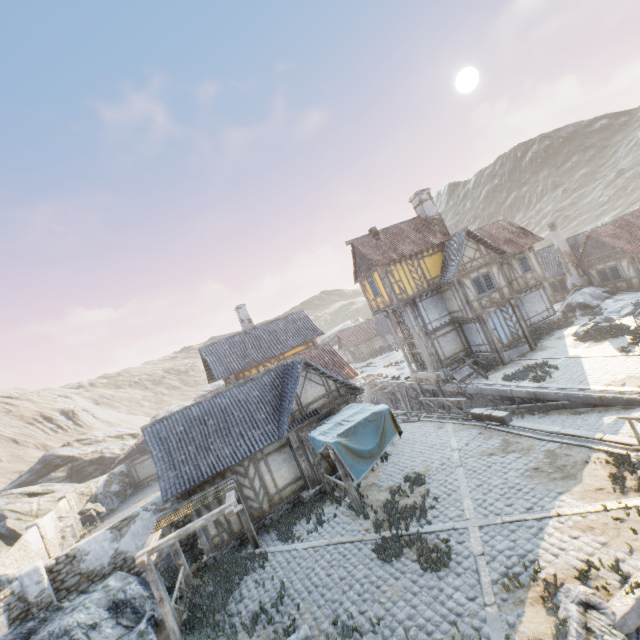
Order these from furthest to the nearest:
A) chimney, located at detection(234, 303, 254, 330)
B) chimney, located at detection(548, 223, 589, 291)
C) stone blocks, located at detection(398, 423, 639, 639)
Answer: chimney, located at detection(548, 223, 589, 291), chimney, located at detection(234, 303, 254, 330), stone blocks, located at detection(398, 423, 639, 639)

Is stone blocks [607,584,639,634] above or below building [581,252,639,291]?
below

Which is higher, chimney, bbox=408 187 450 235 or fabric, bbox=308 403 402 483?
chimney, bbox=408 187 450 235

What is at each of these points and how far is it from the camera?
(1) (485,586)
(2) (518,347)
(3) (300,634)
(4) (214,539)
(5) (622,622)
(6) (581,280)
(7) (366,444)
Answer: (1) stone blocks, 7.7 meters
(2) stone foundation, 23.2 meters
(3) rock, 8.4 meters
(4) building, 13.7 meters
(5) stone blocks, 6.0 meters
(6) chimney, 30.1 meters
(7) fabric, 13.1 meters

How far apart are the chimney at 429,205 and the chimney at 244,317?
16.9m

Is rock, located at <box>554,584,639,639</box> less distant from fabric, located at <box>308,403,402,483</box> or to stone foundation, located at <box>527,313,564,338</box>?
stone foundation, located at <box>527,313,564,338</box>

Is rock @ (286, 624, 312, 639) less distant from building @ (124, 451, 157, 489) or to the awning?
the awning

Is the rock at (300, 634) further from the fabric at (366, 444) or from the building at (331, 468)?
the fabric at (366, 444)
